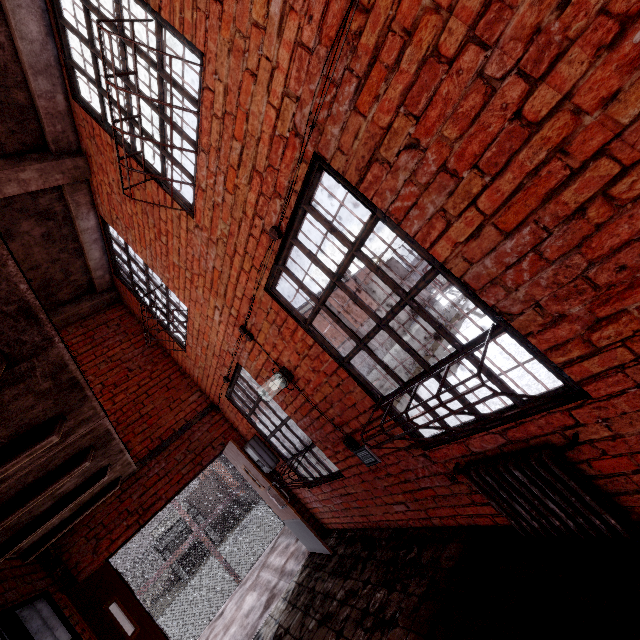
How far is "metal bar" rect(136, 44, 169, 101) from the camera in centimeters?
239cm

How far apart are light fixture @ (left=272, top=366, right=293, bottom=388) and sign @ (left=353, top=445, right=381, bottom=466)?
0.91m

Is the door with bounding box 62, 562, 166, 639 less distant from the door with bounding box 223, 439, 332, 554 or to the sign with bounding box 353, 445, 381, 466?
the door with bounding box 223, 439, 332, 554

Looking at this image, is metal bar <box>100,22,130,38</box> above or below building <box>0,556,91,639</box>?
above

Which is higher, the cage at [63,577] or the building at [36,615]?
the cage at [63,577]

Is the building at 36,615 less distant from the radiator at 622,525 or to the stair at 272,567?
the stair at 272,567

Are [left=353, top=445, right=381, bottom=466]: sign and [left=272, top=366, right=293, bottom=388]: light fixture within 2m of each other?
yes

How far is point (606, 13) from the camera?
1.00m
